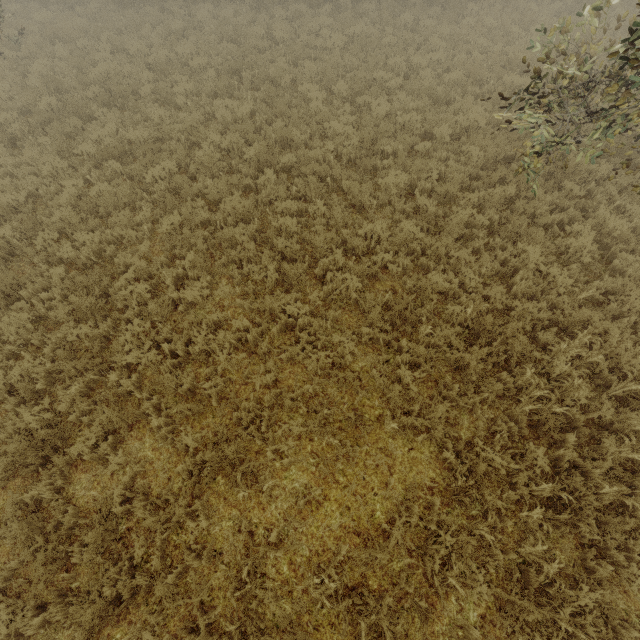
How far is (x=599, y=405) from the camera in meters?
5.1 m
